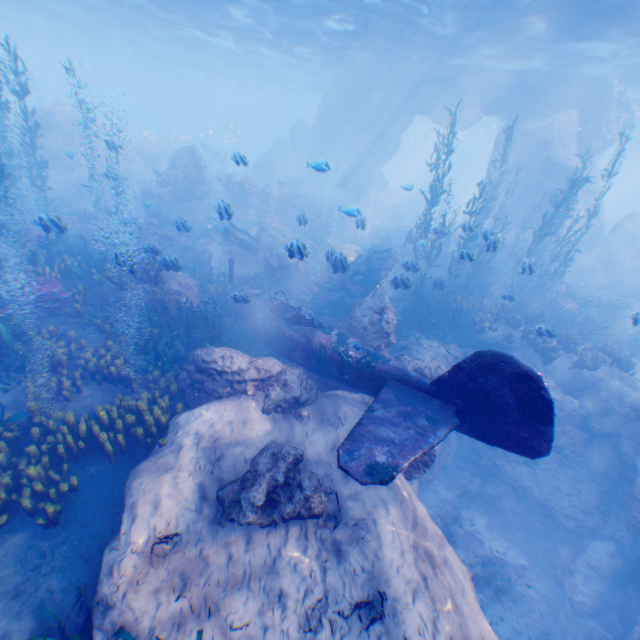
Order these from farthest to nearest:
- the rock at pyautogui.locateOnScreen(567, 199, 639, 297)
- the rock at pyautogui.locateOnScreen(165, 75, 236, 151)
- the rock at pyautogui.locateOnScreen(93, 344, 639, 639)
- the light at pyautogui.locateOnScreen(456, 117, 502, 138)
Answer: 1. the rock at pyautogui.locateOnScreen(165, 75, 236, 151)
2. the light at pyautogui.locateOnScreen(456, 117, 502, 138)
3. the rock at pyautogui.locateOnScreen(567, 199, 639, 297)
4. the rock at pyautogui.locateOnScreen(93, 344, 639, 639)

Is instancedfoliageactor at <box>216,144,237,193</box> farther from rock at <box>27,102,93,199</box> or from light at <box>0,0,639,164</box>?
light at <box>0,0,639,164</box>

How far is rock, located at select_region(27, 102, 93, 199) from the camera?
22.0m

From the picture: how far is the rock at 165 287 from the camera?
10.33m

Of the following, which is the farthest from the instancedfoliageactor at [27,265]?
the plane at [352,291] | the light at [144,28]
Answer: the light at [144,28]

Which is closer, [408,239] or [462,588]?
[462,588]

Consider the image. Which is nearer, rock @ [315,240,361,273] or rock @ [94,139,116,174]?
rock @ [315,240,361,273]

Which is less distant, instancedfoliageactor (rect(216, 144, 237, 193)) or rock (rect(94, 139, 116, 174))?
instancedfoliageactor (rect(216, 144, 237, 193))
